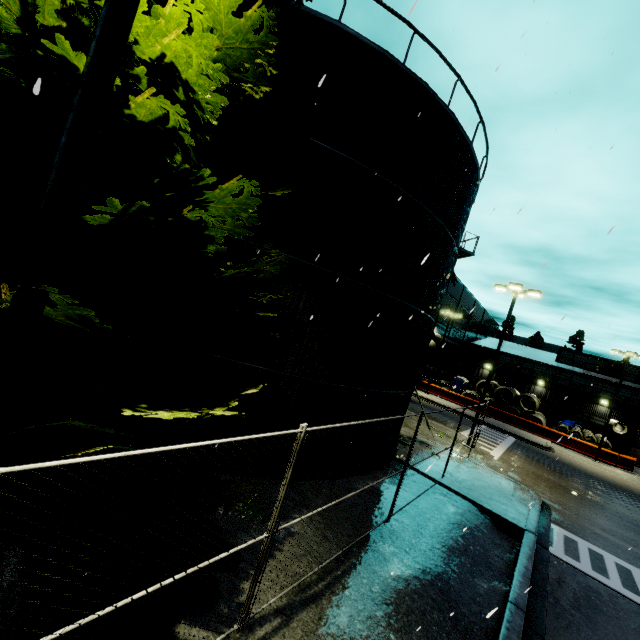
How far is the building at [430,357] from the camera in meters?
40.4

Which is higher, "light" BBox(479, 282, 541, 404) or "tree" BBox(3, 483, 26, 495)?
"light" BBox(479, 282, 541, 404)

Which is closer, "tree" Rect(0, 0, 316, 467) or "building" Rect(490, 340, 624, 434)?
"tree" Rect(0, 0, 316, 467)

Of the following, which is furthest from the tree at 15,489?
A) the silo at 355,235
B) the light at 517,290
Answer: the light at 517,290

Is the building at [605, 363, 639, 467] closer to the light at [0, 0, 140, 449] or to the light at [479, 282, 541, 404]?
the light at [0, 0, 140, 449]

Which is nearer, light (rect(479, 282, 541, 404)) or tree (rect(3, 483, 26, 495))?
tree (rect(3, 483, 26, 495))

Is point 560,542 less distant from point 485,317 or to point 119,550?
point 119,550

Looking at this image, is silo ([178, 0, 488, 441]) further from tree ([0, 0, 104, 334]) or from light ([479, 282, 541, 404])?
light ([479, 282, 541, 404])
